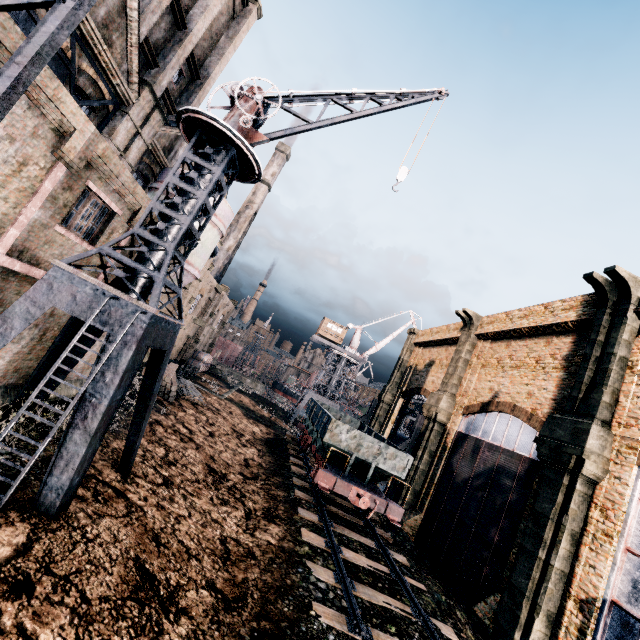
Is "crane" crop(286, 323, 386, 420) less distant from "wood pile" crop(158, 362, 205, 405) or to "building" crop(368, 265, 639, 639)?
"building" crop(368, 265, 639, 639)

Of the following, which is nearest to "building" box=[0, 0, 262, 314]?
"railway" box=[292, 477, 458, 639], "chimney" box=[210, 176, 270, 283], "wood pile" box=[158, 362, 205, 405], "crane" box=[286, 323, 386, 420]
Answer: "wood pile" box=[158, 362, 205, 405]

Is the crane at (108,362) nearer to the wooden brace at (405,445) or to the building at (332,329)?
the wooden brace at (405,445)

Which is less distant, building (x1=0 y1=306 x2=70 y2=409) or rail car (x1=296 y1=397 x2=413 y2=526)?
building (x1=0 y1=306 x2=70 y2=409)

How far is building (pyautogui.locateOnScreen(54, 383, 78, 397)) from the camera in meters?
13.9 m

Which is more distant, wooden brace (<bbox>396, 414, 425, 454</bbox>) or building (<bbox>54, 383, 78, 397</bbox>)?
wooden brace (<bbox>396, 414, 425, 454</bbox>)

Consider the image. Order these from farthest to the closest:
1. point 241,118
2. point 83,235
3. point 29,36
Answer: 1. point 83,235
2. point 241,118
3. point 29,36

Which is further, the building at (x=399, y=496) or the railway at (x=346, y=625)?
the building at (x=399, y=496)
